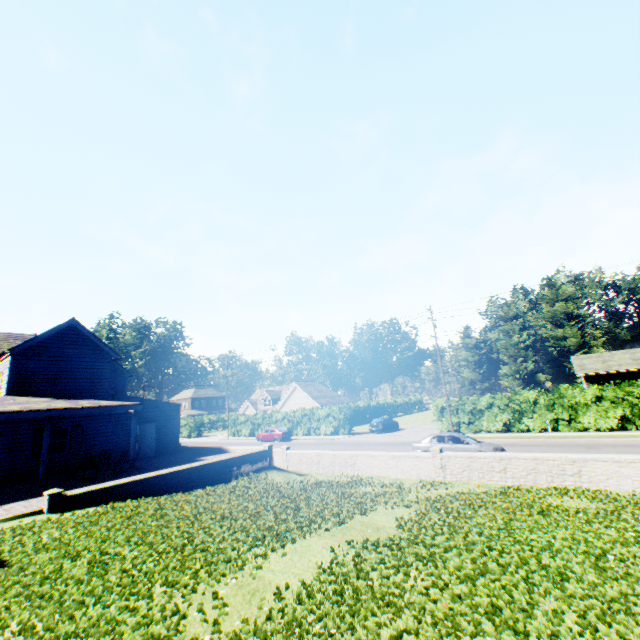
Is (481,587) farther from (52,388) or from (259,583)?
(52,388)

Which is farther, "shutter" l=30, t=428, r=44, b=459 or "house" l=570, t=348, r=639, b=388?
"house" l=570, t=348, r=639, b=388

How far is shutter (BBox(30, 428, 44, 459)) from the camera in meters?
18.1

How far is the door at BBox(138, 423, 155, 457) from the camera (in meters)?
22.39

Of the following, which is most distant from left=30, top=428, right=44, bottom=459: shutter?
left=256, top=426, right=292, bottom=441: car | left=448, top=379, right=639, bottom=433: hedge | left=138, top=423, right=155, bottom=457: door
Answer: left=448, top=379, right=639, bottom=433: hedge

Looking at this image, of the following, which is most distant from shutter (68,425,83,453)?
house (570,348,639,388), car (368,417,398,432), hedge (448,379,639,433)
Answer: house (570,348,639,388)

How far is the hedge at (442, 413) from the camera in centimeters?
3004cm

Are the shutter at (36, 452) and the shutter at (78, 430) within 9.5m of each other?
yes
